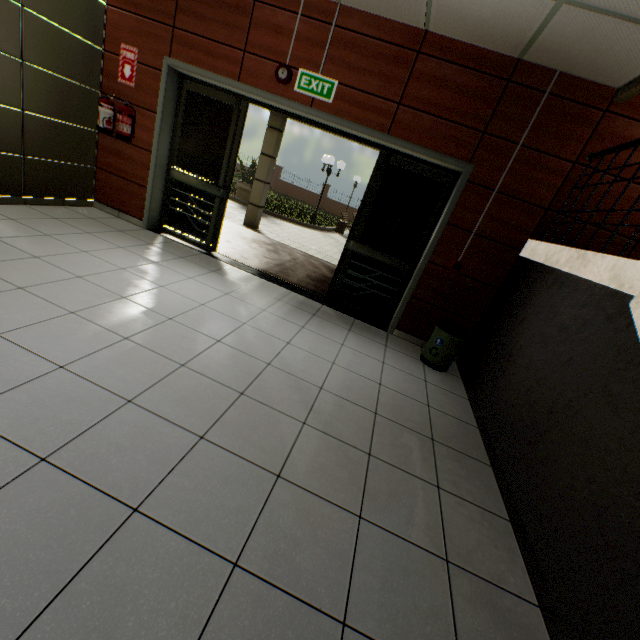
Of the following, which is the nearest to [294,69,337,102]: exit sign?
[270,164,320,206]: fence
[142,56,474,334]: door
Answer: [142,56,474,334]: door

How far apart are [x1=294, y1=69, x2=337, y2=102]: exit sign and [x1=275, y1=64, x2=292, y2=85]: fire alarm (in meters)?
0.13

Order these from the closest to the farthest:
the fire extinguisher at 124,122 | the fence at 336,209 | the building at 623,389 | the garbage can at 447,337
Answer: the building at 623,389
the garbage can at 447,337
the fire extinguisher at 124,122
the fence at 336,209

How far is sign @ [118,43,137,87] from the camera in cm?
422

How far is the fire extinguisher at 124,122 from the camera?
4.3m

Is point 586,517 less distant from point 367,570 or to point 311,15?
point 367,570

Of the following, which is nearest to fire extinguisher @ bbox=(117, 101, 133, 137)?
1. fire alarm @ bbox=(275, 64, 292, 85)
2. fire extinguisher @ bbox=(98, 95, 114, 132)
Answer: fire extinguisher @ bbox=(98, 95, 114, 132)

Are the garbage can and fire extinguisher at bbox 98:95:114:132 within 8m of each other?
yes
